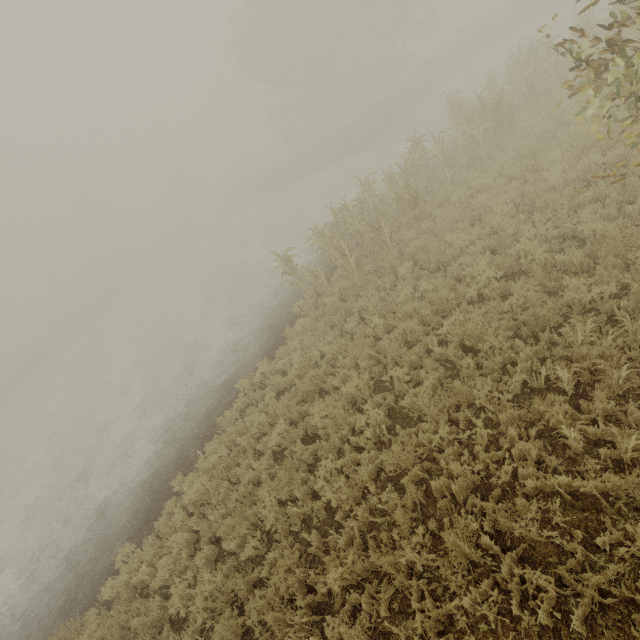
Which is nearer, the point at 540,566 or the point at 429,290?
the point at 540,566
